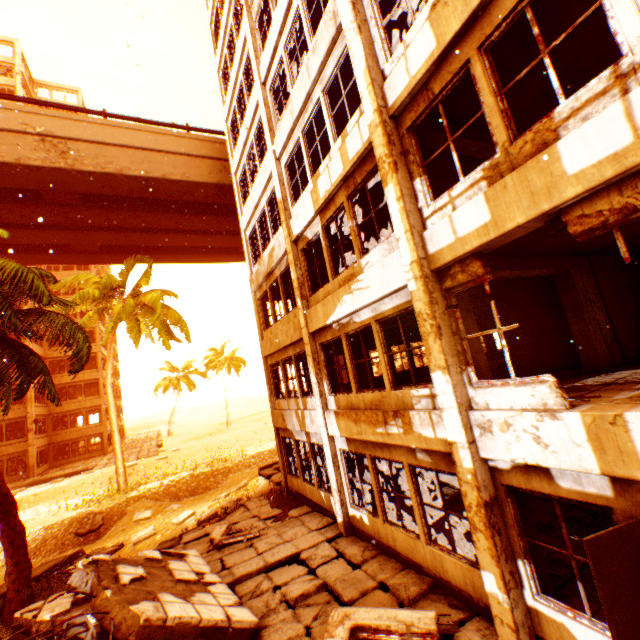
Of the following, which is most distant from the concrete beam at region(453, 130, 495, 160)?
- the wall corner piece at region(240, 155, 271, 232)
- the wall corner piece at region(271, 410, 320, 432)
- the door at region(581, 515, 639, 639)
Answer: the wall corner piece at region(271, 410, 320, 432)

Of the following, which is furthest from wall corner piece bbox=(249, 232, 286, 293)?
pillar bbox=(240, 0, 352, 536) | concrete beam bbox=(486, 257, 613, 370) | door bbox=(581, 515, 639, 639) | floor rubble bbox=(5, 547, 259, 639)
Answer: door bbox=(581, 515, 639, 639)

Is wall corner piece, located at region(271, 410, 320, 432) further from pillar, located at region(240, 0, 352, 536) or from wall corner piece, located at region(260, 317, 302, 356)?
wall corner piece, located at region(260, 317, 302, 356)

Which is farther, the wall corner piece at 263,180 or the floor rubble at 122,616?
the wall corner piece at 263,180

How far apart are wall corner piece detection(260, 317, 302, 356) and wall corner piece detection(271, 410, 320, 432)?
2.2 meters

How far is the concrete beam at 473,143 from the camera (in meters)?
6.93

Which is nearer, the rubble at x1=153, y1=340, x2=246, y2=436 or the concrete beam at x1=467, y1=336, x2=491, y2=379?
the concrete beam at x1=467, y1=336, x2=491, y2=379

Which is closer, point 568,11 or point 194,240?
point 568,11
